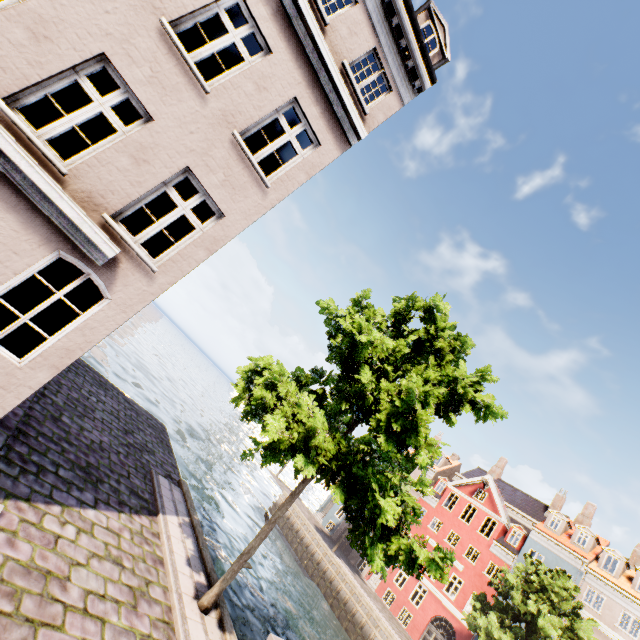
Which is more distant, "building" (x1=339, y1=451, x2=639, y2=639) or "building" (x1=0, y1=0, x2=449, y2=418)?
"building" (x1=339, y1=451, x2=639, y2=639)

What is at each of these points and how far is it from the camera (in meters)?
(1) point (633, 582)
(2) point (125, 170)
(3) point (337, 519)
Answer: (1) building, 23.64
(2) building, 5.71
(3) building, 38.75

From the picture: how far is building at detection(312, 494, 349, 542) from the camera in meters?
37.5 m

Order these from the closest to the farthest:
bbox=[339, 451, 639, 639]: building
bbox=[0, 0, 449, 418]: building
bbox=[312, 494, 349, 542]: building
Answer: bbox=[0, 0, 449, 418]: building → bbox=[339, 451, 639, 639]: building → bbox=[312, 494, 349, 542]: building

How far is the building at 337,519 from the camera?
37.5m

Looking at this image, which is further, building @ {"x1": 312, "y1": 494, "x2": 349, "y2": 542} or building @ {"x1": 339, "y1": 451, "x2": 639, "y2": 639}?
building @ {"x1": 312, "y1": 494, "x2": 349, "y2": 542}

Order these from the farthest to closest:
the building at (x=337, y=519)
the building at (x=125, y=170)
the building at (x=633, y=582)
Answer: the building at (x=337, y=519) < the building at (x=633, y=582) < the building at (x=125, y=170)
